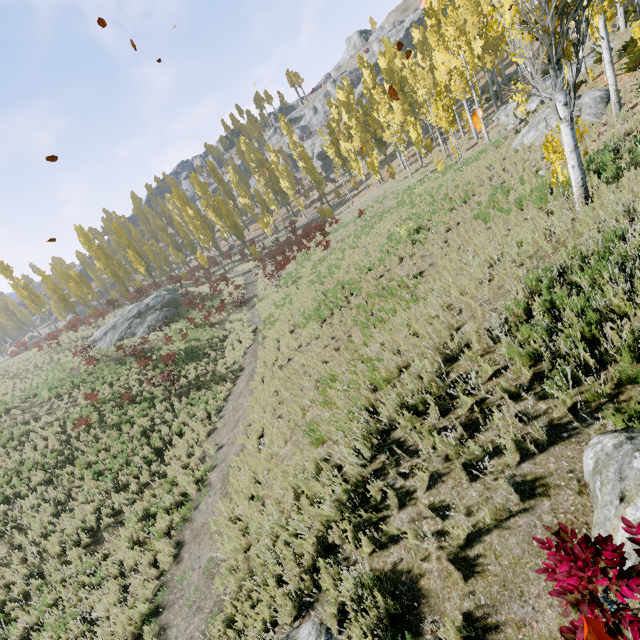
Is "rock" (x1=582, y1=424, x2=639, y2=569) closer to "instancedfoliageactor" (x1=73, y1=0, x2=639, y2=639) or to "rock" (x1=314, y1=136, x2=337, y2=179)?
"instancedfoliageactor" (x1=73, y1=0, x2=639, y2=639)

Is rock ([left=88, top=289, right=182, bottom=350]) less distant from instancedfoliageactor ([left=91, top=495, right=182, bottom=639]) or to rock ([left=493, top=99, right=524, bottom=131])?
instancedfoliageactor ([left=91, top=495, right=182, bottom=639])

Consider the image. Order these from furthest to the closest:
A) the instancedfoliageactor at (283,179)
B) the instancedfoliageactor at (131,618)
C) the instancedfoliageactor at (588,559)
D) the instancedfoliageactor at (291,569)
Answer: the instancedfoliageactor at (283,179), the instancedfoliageactor at (131,618), the instancedfoliageactor at (291,569), the instancedfoliageactor at (588,559)

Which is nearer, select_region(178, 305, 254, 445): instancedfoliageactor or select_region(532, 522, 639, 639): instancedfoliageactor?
select_region(532, 522, 639, 639): instancedfoliageactor

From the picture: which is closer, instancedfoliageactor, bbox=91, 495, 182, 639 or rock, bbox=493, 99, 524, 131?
instancedfoliageactor, bbox=91, 495, 182, 639

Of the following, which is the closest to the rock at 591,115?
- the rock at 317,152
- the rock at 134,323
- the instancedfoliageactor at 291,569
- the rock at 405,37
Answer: the instancedfoliageactor at 291,569

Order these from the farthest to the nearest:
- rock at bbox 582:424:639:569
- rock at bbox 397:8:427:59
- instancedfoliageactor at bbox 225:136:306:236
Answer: rock at bbox 397:8:427:59, instancedfoliageactor at bbox 225:136:306:236, rock at bbox 582:424:639:569

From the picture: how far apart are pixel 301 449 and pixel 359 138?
39.24m
